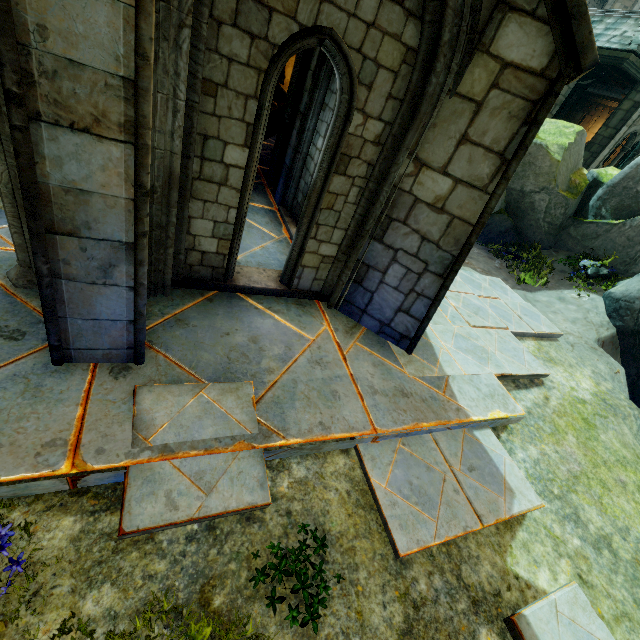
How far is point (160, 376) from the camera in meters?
3.2

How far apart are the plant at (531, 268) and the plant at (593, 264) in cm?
55

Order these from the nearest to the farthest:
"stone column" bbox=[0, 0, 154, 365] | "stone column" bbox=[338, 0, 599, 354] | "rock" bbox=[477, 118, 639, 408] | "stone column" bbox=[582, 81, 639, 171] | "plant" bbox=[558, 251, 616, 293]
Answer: "stone column" bbox=[0, 0, 154, 365]
"stone column" bbox=[338, 0, 599, 354]
"rock" bbox=[477, 118, 639, 408]
"plant" bbox=[558, 251, 616, 293]
"stone column" bbox=[582, 81, 639, 171]

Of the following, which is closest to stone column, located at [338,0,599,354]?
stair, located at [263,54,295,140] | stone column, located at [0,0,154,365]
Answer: stone column, located at [0,0,154,365]

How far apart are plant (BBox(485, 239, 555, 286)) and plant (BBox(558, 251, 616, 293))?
0.6 meters

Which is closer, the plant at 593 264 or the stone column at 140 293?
the stone column at 140 293

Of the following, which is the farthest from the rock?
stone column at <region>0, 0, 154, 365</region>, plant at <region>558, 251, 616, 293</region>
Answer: stone column at <region>0, 0, 154, 365</region>

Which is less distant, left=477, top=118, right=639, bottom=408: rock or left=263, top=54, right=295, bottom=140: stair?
left=263, top=54, right=295, bottom=140: stair
